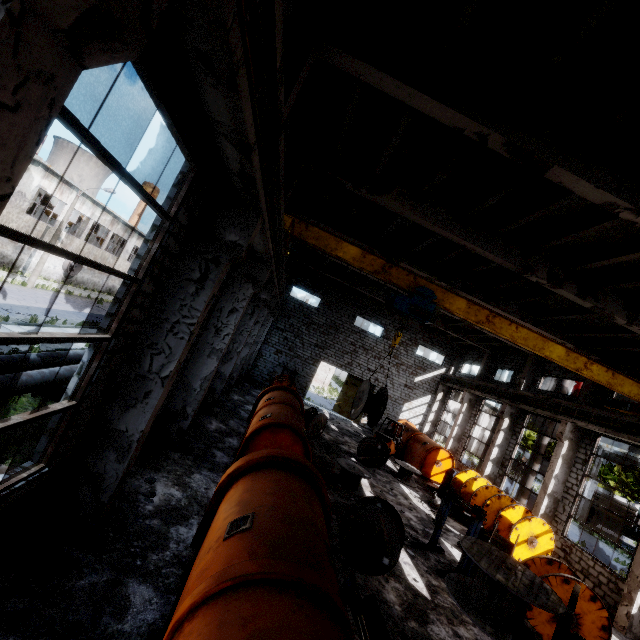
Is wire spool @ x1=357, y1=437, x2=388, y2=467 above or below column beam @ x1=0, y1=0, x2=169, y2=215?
below

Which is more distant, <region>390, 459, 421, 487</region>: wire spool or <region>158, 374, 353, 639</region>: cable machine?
<region>390, 459, 421, 487</region>: wire spool

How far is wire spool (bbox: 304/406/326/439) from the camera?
17.1 meters

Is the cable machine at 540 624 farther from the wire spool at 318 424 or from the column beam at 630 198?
the wire spool at 318 424

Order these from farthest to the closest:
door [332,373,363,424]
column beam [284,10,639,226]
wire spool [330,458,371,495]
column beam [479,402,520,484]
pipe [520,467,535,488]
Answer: door [332,373,363,424] < column beam [479,402,520,484] < pipe [520,467,535,488] < wire spool [330,458,371,495] < column beam [284,10,639,226]

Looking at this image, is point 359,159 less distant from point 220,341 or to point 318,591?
point 220,341

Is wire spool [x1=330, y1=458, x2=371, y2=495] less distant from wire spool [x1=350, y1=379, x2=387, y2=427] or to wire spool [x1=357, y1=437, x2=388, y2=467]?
wire spool [x1=350, y1=379, x2=387, y2=427]

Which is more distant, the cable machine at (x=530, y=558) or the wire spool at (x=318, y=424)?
the wire spool at (x=318, y=424)
